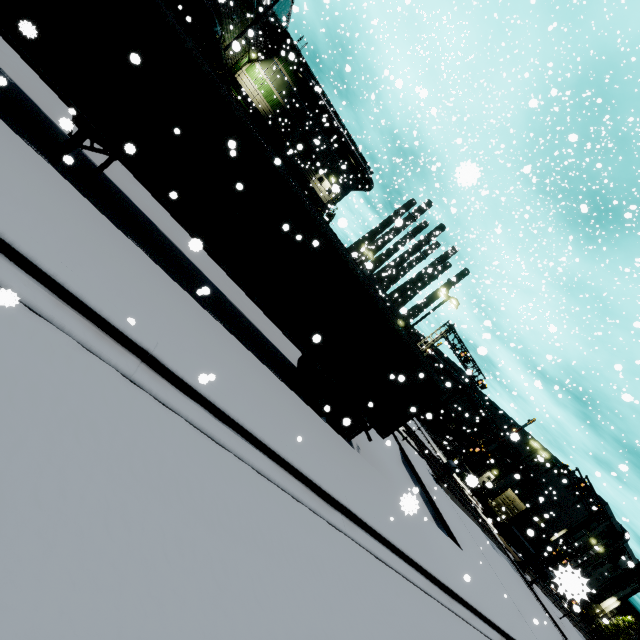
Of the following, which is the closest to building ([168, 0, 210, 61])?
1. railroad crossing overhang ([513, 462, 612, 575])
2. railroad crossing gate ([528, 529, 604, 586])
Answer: railroad crossing gate ([528, 529, 604, 586])

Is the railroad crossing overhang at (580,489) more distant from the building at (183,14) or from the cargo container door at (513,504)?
the building at (183,14)

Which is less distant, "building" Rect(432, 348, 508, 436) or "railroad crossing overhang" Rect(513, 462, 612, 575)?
"railroad crossing overhang" Rect(513, 462, 612, 575)

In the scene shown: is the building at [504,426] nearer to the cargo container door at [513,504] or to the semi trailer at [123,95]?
the semi trailer at [123,95]

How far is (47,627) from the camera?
2.10m

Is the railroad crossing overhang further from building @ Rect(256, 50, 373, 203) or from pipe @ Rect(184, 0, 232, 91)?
pipe @ Rect(184, 0, 232, 91)

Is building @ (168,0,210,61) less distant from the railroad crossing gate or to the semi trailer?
the semi trailer

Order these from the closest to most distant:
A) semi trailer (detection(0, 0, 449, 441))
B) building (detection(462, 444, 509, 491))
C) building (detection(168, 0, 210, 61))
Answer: building (detection(462, 444, 509, 491))
semi trailer (detection(0, 0, 449, 441))
building (detection(168, 0, 210, 61))
